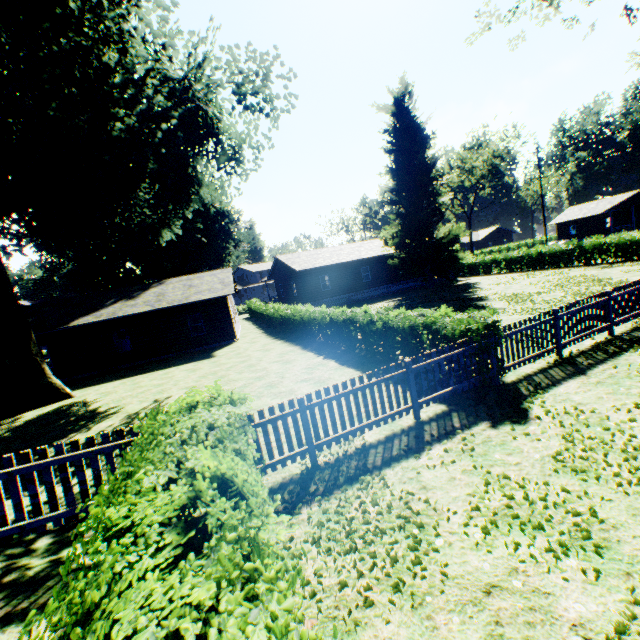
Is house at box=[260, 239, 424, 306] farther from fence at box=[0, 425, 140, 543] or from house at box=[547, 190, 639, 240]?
house at box=[547, 190, 639, 240]

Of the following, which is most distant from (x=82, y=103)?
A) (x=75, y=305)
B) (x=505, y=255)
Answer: (x=505, y=255)

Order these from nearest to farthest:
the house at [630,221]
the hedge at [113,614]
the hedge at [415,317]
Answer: the hedge at [113,614] < the hedge at [415,317] < the house at [630,221]

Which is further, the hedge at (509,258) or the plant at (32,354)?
the hedge at (509,258)

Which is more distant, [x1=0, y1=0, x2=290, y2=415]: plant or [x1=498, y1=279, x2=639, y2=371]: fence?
[x1=0, y1=0, x2=290, y2=415]: plant

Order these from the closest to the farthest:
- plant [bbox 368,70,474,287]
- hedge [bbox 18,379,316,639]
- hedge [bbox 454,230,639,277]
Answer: hedge [bbox 18,379,316,639] < hedge [bbox 454,230,639,277] < plant [bbox 368,70,474,287]

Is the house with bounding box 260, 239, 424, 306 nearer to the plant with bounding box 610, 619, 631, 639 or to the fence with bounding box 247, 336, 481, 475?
the plant with bounding box 610, 619, 631, 639

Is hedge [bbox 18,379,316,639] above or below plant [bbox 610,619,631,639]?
above
